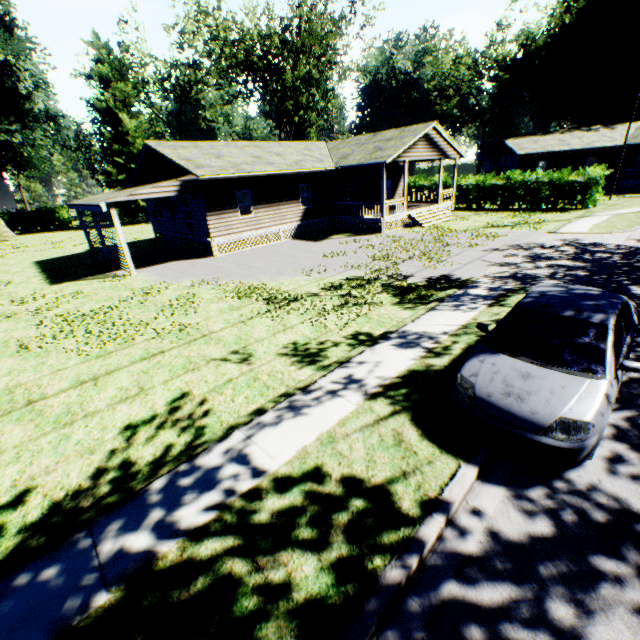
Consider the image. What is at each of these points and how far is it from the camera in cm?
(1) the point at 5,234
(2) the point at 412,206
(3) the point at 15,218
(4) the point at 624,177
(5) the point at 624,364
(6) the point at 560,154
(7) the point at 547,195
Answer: (1) plant, 3891
(2) house, 2739
(3) hedge, 4388
(4) house, 3553
(5) car, 449
(6) house, 3528
(7) hedge, 2569

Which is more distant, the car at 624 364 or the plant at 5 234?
the plant at 5 234

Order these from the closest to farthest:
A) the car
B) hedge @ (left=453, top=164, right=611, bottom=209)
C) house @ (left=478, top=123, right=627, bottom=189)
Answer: the car < hedge @ (left=453, top=164, right=611, bottom=209) < house @ (left=478, top=123, right=627, bottom=189)

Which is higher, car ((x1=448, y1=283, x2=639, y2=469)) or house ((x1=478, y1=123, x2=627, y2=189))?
house ((x1=478, y1=123, x2=627, y2=189))

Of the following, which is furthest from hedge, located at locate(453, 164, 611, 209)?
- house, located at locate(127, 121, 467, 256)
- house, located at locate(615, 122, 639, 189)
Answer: house, located at locate(615, 122, 639, 189)

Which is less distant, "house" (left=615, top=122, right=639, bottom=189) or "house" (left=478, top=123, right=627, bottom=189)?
"house" (left=615, top=122, right=639, bottom=189)

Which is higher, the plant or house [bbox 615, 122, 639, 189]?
house [bbox 615, 122, 639, 189]

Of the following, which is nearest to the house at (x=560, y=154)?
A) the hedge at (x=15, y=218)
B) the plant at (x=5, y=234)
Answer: the plant at (x=5, y=234)
